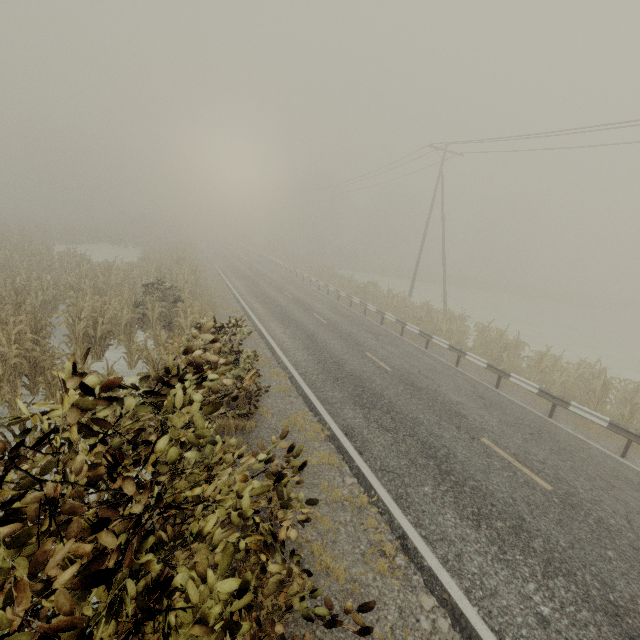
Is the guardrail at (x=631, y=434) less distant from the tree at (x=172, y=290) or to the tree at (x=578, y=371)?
the tree at (x=578, y=371)

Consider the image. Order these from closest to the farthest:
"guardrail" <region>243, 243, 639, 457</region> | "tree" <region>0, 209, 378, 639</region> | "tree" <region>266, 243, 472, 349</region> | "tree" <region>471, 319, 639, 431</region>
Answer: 1. "tree" <region>0, 209, 378, 639</region>
2. "guardrail" <region>243, 243, 639, 457</region>
3. "tree" <region>471, 319, 639, 431</region>
4. "tree" <region>266, 243, 472, 349</region>

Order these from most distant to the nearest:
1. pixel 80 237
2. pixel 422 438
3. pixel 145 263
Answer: pixel 80 237 → pixel 145 263 → pixel 422 438

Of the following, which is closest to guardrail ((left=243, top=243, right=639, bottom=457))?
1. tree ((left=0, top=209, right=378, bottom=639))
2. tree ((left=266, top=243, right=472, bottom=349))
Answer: tree ((left=266, top=243, right=472, bottom=349))

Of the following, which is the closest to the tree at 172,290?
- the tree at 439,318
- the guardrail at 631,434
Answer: Answer: the tree at 439,318

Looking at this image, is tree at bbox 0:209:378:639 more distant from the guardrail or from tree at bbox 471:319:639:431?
the guardrail

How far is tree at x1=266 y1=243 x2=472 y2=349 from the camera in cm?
1764
